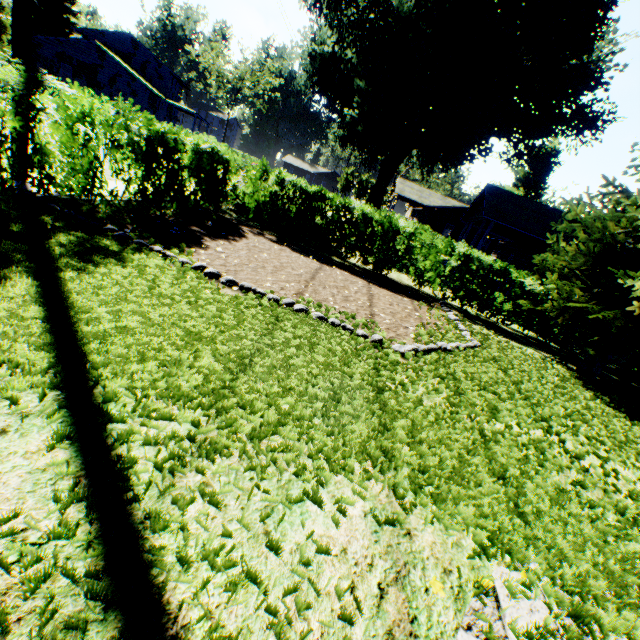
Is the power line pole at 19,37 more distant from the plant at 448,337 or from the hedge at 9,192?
the plant at 448,337

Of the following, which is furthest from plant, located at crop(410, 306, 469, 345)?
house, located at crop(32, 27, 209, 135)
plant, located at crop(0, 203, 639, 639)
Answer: plant, located at crop(0, 203, 639, 639)

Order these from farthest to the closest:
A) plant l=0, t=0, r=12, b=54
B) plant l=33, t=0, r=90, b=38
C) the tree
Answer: plant l=33, t=0, r=90, b=38 < plant l=0, t=0, r=12, b=54 < the tree

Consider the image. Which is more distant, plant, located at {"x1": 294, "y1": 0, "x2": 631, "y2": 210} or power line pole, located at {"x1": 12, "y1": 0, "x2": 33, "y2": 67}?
plant, located at {"x1": 294, "y1": 0, "x2": 631, "y2": 210}

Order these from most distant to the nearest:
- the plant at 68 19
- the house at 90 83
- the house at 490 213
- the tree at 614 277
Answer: the plant at 68 19, the house at 90 83, the house at 490 213, the tree at 614 277

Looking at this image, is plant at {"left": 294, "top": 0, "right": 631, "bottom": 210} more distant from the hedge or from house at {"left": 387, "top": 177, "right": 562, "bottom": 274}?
house at {"left": 387, "top": 177, "right": 562, "bottom": 274}

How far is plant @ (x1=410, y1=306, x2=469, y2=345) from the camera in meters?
6.0

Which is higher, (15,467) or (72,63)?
(72,63)
